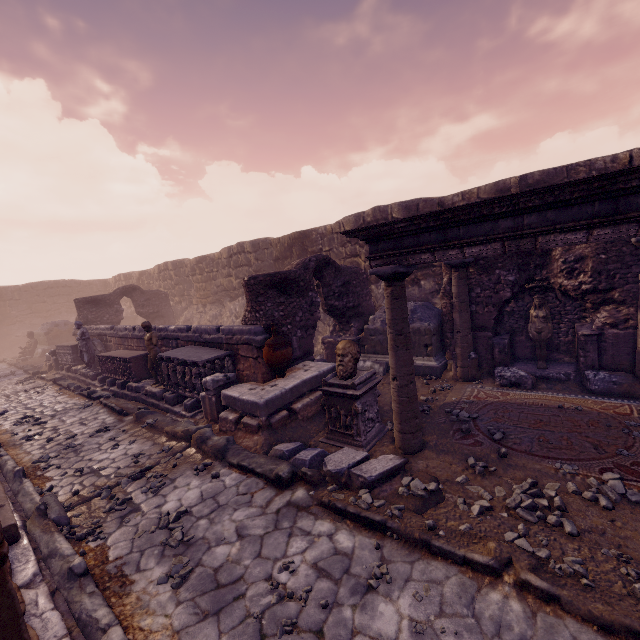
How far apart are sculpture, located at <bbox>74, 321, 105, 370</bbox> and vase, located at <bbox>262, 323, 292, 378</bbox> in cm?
916

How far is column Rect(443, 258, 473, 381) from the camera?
7.66m

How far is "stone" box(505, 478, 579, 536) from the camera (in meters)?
3.50

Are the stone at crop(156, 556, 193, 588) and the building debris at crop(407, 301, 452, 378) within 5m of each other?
no

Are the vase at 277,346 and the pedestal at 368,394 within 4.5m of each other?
yes

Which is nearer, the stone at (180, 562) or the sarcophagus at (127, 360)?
the stone at (180, 562)

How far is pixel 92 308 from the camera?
16.1m

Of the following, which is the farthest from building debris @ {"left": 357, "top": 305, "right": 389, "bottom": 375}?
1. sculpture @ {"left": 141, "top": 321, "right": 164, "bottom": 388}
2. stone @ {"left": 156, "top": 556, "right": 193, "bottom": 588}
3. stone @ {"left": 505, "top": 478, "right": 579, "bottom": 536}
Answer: stone @ {"left": 156, "top": 556, "right": 193, "bottom": 588}
